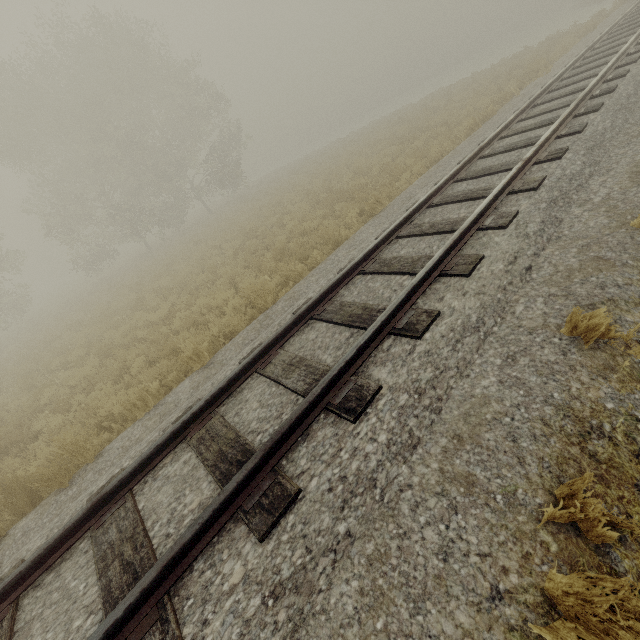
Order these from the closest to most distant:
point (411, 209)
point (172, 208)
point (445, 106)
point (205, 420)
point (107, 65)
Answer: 1. point (205, 420)
2. point (411, 209)
3. point (445, 106)
4. point (107, 65)
5. point (172, 208)
